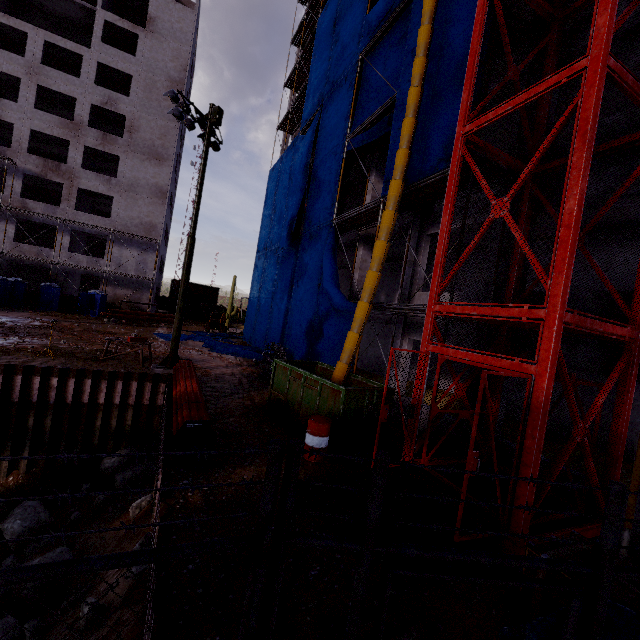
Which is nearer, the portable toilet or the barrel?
the barrel

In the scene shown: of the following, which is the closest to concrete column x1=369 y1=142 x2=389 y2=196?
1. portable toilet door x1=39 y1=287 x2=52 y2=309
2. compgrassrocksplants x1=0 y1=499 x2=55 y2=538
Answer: compgrassrocksplants x1=0 y1=499 x2=55 y2=538

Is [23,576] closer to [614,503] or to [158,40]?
[614,503]

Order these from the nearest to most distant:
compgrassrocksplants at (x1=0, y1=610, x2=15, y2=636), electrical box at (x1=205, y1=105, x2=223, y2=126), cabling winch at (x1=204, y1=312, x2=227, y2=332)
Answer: compgrassrocksplants at (x1=0, y1=610, x2=15, y2=636) < electrical box at (x1=205, y1=105, x2=223, y2=126) < cabling winch at (x1=204, y1=312, x2=227, y2=332)

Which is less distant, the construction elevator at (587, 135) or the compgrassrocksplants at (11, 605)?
the construction elevator at (587, 135)

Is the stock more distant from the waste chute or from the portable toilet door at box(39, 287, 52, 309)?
the waste chute

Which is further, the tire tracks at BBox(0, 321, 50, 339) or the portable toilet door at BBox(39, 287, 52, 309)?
the portable toilet door at BBox(39, 287, 52, 309)

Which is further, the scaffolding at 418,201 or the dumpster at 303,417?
the scaffolding at 418,201
